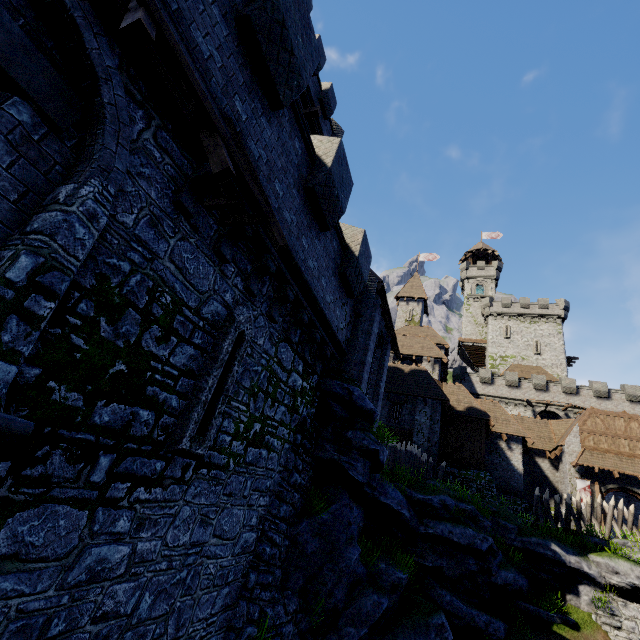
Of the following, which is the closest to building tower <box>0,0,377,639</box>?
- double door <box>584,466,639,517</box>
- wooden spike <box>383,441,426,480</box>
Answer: wooden spike <box>383,441,426,480</box>

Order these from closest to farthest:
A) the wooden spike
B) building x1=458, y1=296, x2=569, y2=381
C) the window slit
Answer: the window slit, the wooden spike, building x1=458, y1=296, x2=569, y2=381

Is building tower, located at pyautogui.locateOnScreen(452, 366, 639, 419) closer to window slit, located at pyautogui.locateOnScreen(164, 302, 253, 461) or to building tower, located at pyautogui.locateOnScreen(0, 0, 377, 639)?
building tower, located at pyautogui.locateOnScreen(0, 0, 377, 639)

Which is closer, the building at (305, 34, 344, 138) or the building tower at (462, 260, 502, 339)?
the building at (305, 34, 344, 138)

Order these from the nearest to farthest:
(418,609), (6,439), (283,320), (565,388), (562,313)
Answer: (6,439) < (283,320) < (418,609) < (565,388) < (562,313)

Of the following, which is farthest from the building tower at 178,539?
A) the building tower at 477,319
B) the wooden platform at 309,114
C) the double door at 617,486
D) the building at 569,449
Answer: the building tower at 477,319

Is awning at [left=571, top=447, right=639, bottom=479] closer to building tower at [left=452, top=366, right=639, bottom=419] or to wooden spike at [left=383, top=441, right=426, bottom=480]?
wooden spike at [left=383, top=441, right=426, bottom=480]

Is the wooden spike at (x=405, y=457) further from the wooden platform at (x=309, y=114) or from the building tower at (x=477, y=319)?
the building tower at (x=477, y=319)
